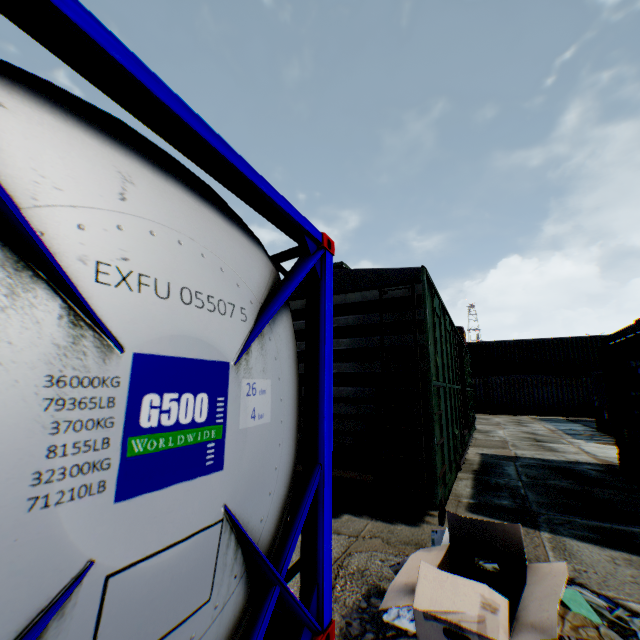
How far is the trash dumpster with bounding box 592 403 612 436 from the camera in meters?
13.4

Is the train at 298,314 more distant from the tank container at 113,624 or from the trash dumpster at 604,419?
the trash dumpster at 604,419

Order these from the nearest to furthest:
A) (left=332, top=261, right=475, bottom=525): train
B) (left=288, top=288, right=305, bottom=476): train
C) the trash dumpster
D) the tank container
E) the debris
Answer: the tank container → the debris → (left=332, top=261, right=475, bottom=525): train → (left=288, top=288, right=305, bottom=476): train → the trash dumpster

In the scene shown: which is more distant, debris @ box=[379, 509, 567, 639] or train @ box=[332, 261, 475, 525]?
train @ box=[332, 261, 475, 525]

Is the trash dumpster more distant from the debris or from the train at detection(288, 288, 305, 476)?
the debris

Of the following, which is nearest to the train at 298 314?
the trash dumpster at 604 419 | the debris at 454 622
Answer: the debris at 454 622

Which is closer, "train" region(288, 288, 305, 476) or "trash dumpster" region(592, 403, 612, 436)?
"train" region(288, 288, 305, 476)

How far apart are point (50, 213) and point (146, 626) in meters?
1.5
